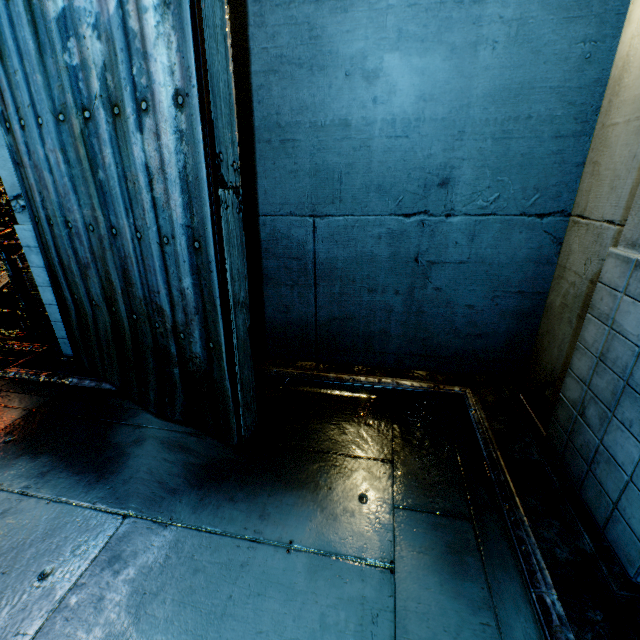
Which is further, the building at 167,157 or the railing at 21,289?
the railing at 21,289

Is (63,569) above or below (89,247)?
below

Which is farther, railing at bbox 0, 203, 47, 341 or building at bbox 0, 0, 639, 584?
railing at bbox 0, 203, 47, 341
